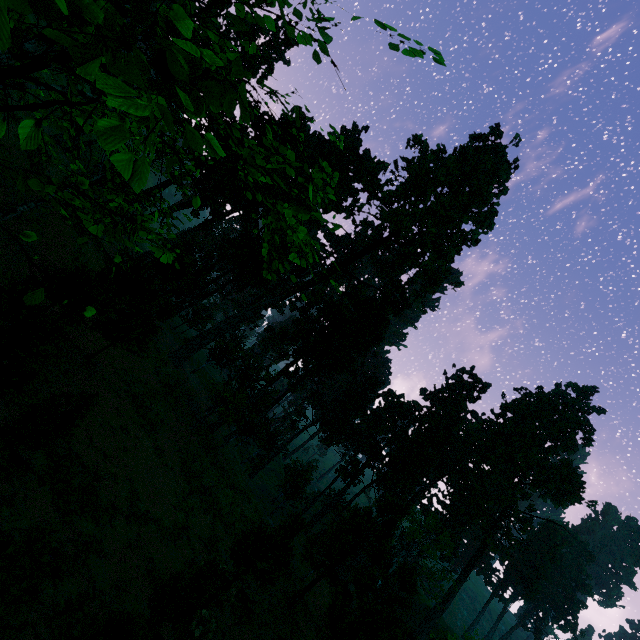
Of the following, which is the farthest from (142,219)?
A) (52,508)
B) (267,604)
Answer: (267,604)

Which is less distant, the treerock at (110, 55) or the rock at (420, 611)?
the treerock at (110, 55)

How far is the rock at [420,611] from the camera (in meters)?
55.71

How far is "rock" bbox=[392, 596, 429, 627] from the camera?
55.7m

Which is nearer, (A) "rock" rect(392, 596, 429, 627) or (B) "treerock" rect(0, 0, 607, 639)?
(B) "treerock" rect(0, 0, 607, 639)
